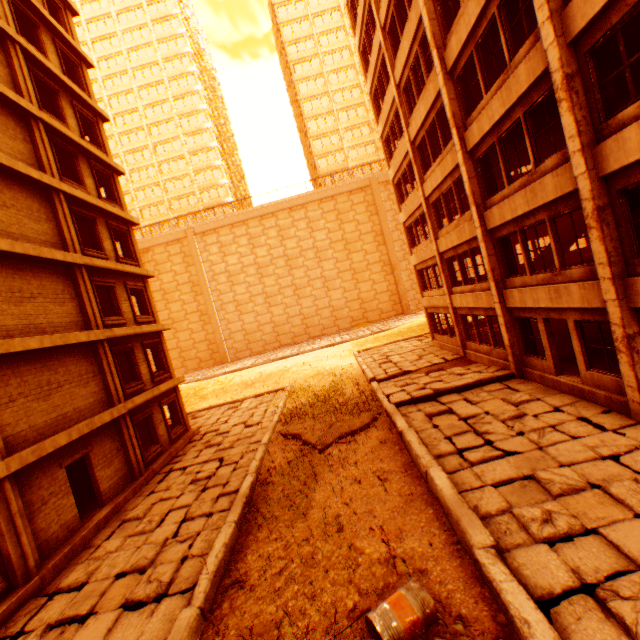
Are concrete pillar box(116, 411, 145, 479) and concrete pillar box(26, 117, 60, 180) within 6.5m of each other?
no

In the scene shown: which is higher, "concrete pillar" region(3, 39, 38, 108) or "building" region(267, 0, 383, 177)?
"building" region(267, 0, 383, 177)

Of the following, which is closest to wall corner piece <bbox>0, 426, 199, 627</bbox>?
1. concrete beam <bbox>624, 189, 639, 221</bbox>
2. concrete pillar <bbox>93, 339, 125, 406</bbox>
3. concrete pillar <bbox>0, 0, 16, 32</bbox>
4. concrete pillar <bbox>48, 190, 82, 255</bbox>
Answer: concrete pillar <bbox>93, 339, 125, 406</bbox>

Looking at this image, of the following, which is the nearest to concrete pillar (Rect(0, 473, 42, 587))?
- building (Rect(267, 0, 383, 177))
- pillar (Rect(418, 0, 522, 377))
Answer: pillar (Rect(418, 0, 522, 377))

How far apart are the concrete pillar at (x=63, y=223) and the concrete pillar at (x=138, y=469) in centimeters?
660cm

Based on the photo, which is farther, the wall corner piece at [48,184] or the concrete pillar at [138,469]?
the concrete pillar at [138,469]

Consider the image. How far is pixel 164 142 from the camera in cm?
5103

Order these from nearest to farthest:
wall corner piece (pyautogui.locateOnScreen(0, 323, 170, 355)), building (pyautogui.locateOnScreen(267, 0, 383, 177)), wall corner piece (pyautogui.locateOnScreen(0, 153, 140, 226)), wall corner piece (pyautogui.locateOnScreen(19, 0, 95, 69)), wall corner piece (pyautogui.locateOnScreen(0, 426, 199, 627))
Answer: wall corner piece (pyautogui.locateOnScreen(0, 426, 199, 627)), wall corner piece (pyautogui.locateOnScreen(0, 323, 170, 355)), wall corner piece (pyautogui.locateOnScreen(0, 153, 140, 226)), wall corner piece (pyautogui.locateOnScreen(19, 0, 95, 69)), building (pyautogui.locateOnScreen(267, 0, 383, 177))
